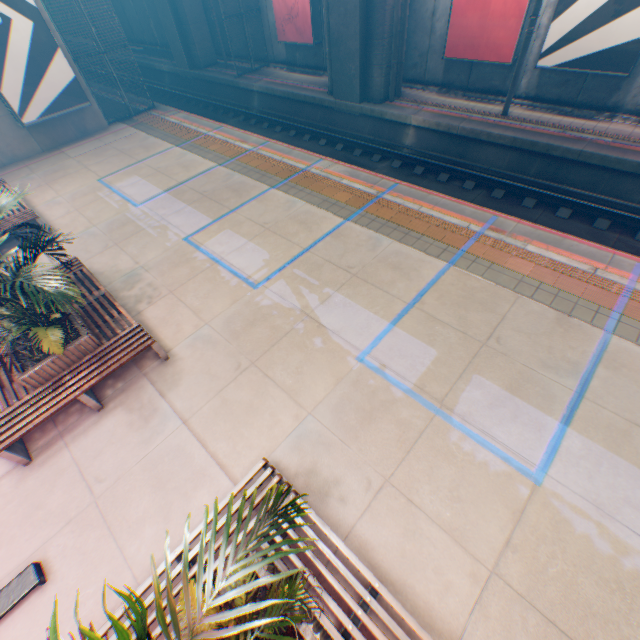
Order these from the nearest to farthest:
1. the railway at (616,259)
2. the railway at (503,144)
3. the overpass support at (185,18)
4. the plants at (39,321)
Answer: the plants at (39,321), the railway at (616,259), the railway at (503,144), the overpass support at (185,18)

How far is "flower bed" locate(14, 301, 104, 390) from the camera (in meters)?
5.23

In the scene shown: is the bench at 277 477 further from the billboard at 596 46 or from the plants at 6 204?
the billboard at 596 46

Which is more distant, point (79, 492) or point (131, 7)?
point (131, 7)

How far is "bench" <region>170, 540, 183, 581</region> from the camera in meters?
3.6 m

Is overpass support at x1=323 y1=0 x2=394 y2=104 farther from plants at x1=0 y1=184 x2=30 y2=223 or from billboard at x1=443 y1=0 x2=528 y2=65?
plants at x1=0 y1=184 x2=30 y2=223

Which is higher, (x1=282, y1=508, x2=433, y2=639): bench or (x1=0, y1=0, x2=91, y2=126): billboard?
(x1=0, y1=0, x2=91, y2=126): billboard
